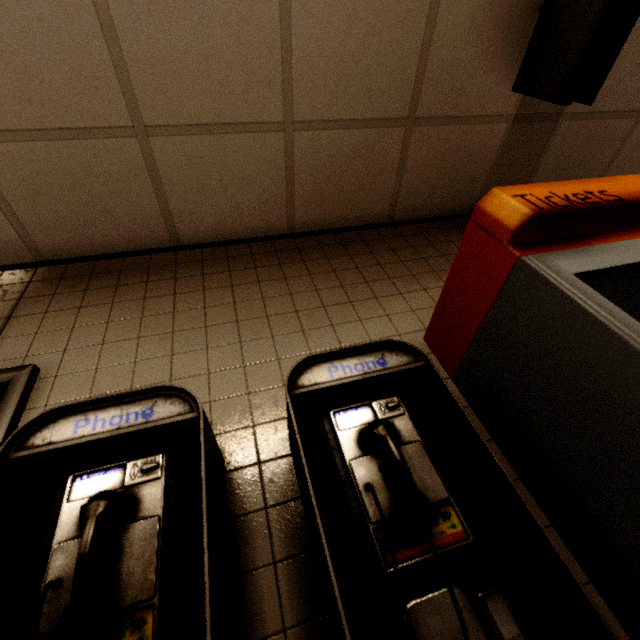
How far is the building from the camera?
2.1 meters

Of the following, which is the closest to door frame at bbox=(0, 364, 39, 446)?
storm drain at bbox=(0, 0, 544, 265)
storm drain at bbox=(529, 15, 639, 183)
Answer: storm drain at bbox=(0, 0, 544, 265)

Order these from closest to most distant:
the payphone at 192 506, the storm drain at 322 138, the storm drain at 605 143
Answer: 1. the payphone at 192 506
2. the storm drain at 322 138
3. the storm drain at 605 143

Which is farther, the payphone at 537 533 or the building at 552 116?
the building at 552 116

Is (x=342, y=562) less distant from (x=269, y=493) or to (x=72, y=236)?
(x=269, y=493)

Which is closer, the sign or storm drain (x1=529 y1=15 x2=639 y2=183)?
the sign

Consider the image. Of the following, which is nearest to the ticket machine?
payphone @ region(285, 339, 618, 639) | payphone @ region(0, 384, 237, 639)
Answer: payphone @ region(285, 339, 618, 639)

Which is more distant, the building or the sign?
the building
